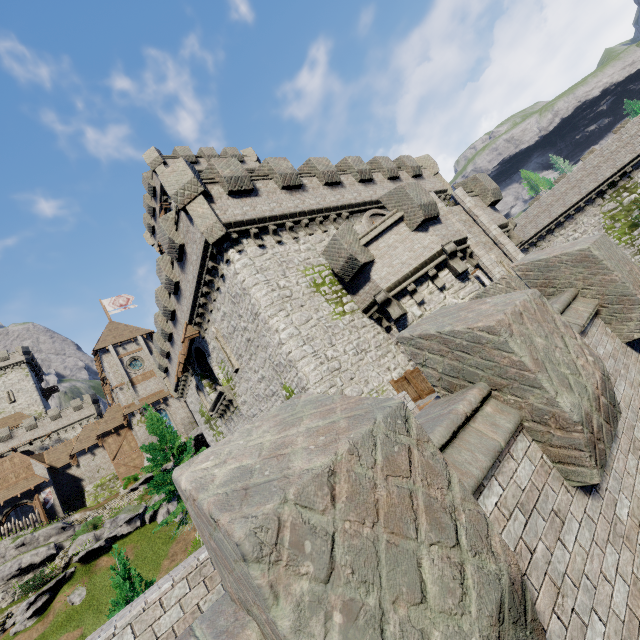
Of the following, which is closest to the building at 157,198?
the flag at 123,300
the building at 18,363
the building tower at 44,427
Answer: the flag at 123,300

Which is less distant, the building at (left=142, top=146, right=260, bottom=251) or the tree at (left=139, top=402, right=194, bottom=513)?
the tree at (left=139, top=402, right=194, bottom=513)

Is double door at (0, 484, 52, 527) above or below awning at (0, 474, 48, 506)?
below

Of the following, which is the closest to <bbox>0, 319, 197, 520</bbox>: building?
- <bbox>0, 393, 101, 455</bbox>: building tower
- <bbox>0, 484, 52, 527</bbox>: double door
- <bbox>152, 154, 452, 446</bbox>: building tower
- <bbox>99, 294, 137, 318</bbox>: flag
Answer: <bbox>99, 294, 137, 318</bbox>: flag

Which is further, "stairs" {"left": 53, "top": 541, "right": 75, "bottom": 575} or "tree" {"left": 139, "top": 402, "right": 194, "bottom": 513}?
"stairs" {"left": 53, "top": 541, "right": 75, "bottom": 575}

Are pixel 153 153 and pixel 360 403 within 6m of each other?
no

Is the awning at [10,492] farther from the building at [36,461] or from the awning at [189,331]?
the awning at [189,331]

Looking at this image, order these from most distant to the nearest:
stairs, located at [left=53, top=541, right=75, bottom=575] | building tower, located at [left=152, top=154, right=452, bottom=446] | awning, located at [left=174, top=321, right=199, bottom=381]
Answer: stairs, located at [left=53, top=541, right=75, bottom=575] < awning, located at [left=174, top=321, right=199, bottom=381] < building tower, located at [left=152, top=154, right=452, bottom=446]
